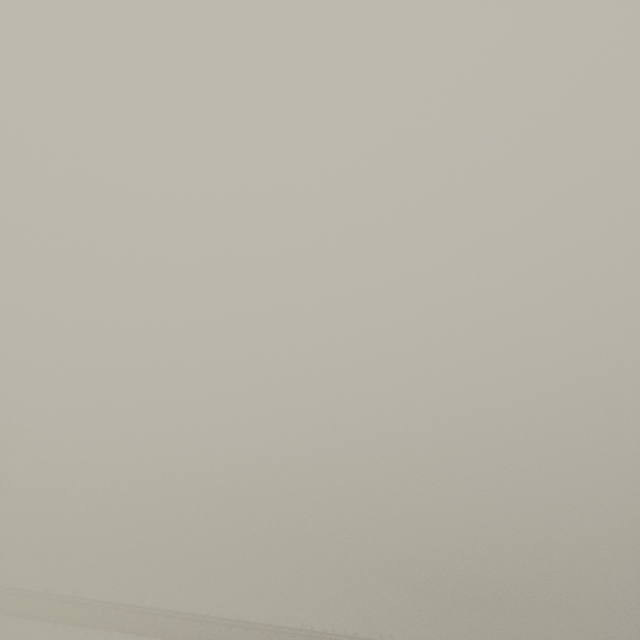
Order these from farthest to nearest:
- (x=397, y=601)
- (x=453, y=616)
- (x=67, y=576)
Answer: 1. (x=397, y=601)
2. (x=453, y=616)
3. (x=67, y=576)
